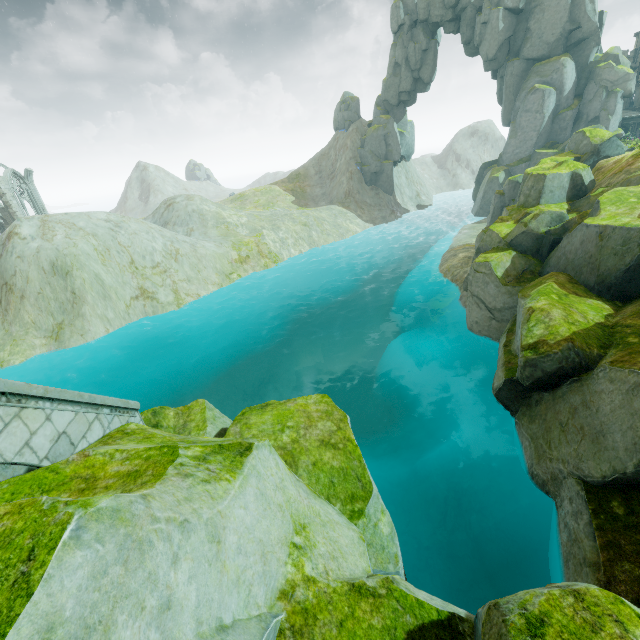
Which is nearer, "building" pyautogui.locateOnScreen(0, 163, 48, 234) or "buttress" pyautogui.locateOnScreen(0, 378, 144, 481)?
"buttress" pyautogui.locateOnScreen(0, 378, 144, 481)

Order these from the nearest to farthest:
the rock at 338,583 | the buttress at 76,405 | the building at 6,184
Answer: the rock at 338,583 → the buttress at 76,405 → the building at 6,184

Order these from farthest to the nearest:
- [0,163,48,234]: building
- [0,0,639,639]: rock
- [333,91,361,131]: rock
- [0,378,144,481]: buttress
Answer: [333,91,361,131]: rock → [0,163,48,234]: building → [0,378,144,481]: buttress → [0,0,639,639]: rock

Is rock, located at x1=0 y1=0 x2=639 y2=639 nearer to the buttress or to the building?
the buttress

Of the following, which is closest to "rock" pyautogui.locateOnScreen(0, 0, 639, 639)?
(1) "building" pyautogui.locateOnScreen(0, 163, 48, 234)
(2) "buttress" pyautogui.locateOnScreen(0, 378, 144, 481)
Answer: (2) "buttress" pyautogui.locateOnScreen(0, 378, 144, 481)

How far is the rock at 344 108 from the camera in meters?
53.5 m

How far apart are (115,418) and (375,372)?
18.86m

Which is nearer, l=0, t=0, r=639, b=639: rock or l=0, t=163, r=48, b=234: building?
l=0, t=0, r=639, b=639: rock
